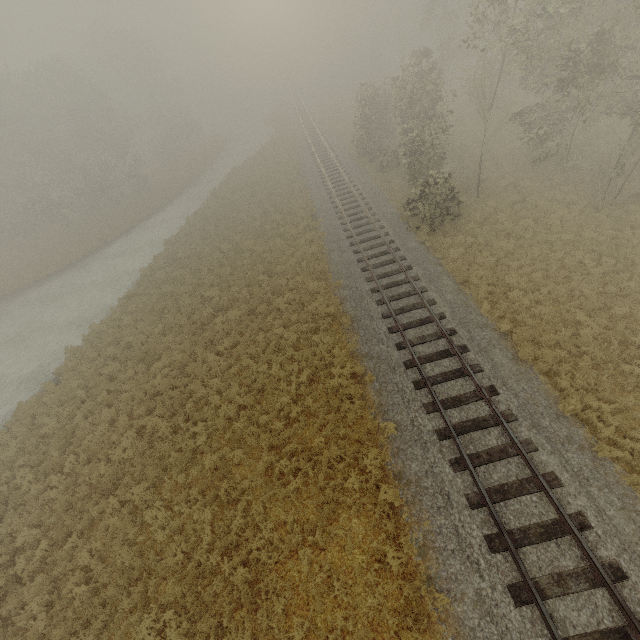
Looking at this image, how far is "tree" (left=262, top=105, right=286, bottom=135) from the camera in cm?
4922

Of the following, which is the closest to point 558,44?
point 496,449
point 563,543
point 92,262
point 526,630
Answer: point 496,449

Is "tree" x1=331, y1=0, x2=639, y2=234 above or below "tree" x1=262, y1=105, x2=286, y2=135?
above

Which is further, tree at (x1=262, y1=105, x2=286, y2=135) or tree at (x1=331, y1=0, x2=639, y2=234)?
tree at (x1=262, y1=105, x2=286, y2=135)

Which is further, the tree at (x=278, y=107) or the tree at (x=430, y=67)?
the tree at (x=278, y=107)

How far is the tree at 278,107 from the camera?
49.22m
